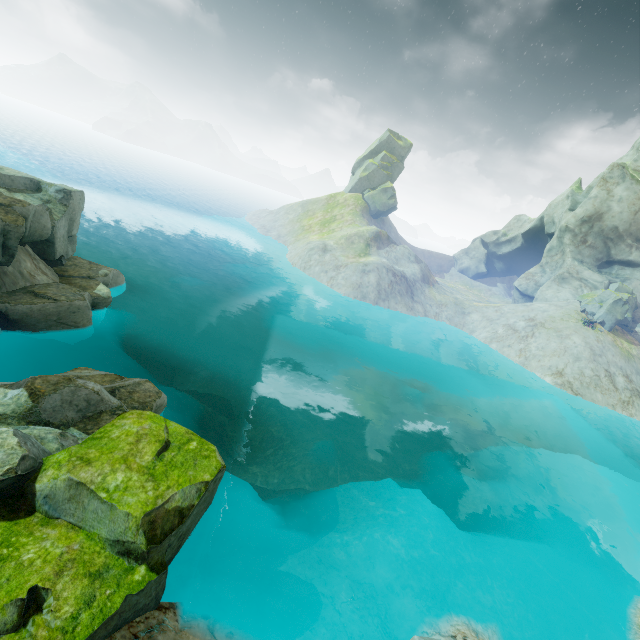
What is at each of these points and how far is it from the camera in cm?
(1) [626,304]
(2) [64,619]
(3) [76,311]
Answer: (1) rock, 3881
(2) rock, 559
(3) rock, 1638

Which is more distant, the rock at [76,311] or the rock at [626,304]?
the rock at [626,304]

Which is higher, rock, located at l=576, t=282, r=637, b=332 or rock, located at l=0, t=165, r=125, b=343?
rock, located at l=576, t=282, r=637, b=332

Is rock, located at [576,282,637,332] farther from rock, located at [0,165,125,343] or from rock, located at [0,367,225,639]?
rock, located at [0,165,125,343]

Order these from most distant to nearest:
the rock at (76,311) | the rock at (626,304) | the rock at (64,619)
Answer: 1. the rock at (626,304)
2. the rock at (76,311)
3. the rock at (64,619)

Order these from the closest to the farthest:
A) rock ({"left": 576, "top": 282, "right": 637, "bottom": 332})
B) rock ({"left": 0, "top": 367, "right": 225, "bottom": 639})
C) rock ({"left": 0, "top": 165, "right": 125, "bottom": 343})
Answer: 1. rock ({"left": 0, "top": 367, "right": 225, "bottom": 639})
2. rock ({"left": 0, "top": 165, "right": 125, "bottom": 343})
3. rock ({"left": 576, "top": 282, "right": 637, "bottom": 332})

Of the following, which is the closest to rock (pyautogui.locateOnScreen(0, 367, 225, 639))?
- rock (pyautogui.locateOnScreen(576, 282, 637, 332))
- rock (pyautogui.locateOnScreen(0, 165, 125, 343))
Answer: rock (pyautogui.locateOnScreen(0, 165, 125, 343))
